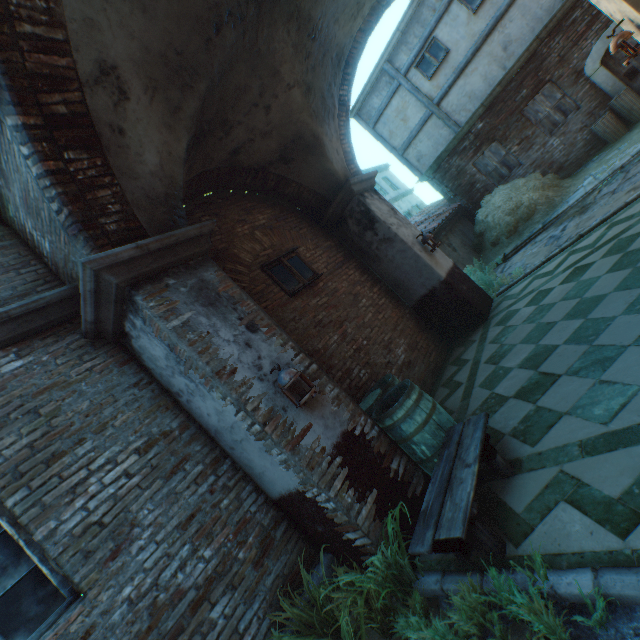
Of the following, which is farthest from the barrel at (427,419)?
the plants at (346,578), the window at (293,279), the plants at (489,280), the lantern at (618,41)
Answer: the lantern at (618,41)

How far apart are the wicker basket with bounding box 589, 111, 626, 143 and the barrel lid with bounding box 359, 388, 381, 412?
10.9 meters

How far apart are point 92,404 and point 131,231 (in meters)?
1.80

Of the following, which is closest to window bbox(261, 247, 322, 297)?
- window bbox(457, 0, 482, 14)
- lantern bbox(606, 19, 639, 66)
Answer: lantern bbox(606, 19, 639, 66)

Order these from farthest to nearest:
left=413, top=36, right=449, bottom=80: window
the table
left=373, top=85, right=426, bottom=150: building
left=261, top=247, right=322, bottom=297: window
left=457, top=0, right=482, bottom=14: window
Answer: left=373, top=85, right=426, bottom=150: building, left=413, top=36, right=449, bottom=80: window, left=457, top=0, right=482, bottom=14: window, left=261, top=247, right=322, bottom=297: window, the table

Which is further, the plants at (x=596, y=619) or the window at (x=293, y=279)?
the window at (x=293, y=279)

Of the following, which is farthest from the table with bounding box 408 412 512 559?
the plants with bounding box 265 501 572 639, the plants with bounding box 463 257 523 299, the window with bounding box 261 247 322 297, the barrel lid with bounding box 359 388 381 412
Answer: the plants with bounding box 463 257 523 299

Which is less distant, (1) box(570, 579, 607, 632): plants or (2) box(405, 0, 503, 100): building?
(1) box(570, 579, 607, 632): plants
